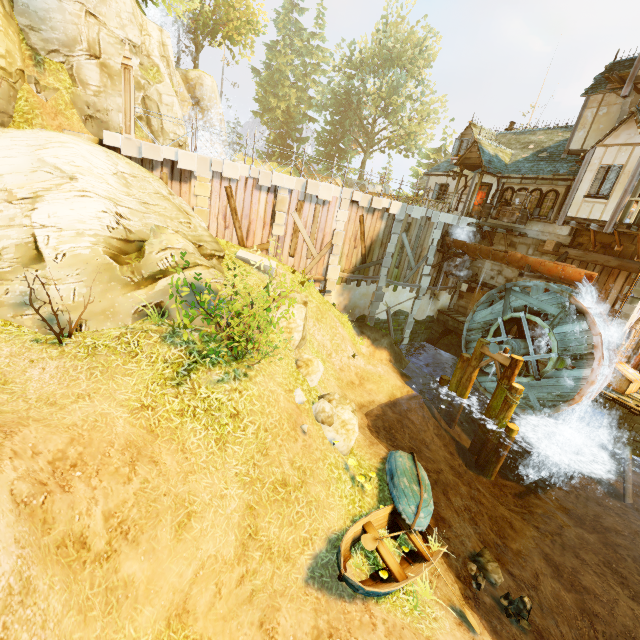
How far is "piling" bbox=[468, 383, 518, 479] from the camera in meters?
14.2 m

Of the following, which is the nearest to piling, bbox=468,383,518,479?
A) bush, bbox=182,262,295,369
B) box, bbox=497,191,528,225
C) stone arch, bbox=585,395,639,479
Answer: stone arch, bbox=585,395,639,479

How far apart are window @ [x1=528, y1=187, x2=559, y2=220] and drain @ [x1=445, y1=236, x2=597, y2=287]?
2.3 meters

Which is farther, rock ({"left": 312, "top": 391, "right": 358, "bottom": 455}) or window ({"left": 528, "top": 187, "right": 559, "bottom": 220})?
window ({"left": 528, "top": 187, "right": 559, "bottom": 220})

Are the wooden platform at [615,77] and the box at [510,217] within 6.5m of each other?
yes

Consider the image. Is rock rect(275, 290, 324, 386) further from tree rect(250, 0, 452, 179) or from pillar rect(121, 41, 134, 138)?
tree rect(250, 0, 452, 179)

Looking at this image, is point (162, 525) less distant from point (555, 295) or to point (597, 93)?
point (555, 295)

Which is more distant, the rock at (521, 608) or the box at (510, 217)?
the box at (510, 217)
